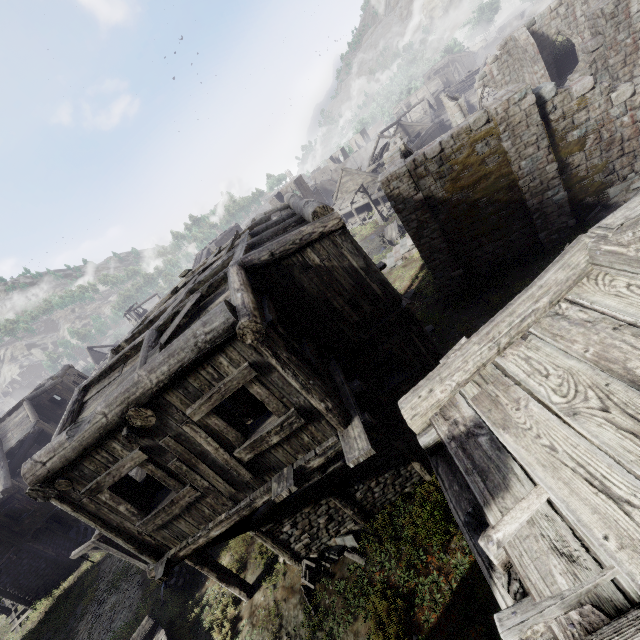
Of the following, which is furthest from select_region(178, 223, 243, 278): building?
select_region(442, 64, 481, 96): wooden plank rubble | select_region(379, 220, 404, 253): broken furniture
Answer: select_region(379, 220, 404, 253): broken furniture

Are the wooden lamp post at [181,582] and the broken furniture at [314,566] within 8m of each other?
yes

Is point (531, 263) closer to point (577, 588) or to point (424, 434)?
point (424, 434)

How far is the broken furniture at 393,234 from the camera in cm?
2856

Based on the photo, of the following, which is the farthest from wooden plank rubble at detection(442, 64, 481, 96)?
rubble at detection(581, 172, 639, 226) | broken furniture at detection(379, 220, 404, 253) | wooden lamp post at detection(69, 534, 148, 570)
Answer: wooden lamp post at detection(69, 534, 148, 570)

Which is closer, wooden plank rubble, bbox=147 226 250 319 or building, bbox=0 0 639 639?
building, bbox=0 0 639 639

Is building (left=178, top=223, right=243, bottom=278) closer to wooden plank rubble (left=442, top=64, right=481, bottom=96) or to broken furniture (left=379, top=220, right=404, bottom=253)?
wooden plank rubble (left=442, top=64, right=481, bottom=96)

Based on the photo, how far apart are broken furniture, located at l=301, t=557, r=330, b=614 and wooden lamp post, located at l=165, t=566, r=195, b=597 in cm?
627
